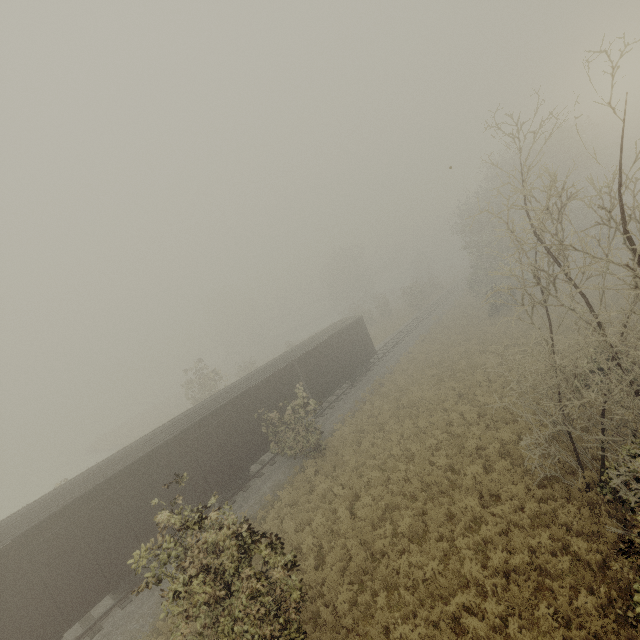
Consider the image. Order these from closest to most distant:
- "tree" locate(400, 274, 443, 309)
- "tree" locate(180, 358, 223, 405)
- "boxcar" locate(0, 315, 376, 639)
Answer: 1. "boxcar" locate(0, 315, 376, 639)
2. "tree" locate(180, 358, 223, 405)
3. "tree" locate(400, 274, 443, 309)

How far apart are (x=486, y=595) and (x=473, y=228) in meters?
33.2 m

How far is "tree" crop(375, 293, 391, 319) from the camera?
49.0 meters

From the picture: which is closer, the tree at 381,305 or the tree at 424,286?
the tree at 424,286

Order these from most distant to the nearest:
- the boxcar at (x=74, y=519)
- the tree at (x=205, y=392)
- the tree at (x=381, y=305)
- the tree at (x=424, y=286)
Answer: the tree at (x=381, y=305), the tree at (x=424, y=286), the tree at (x=205, y=392), the boxcar at (x=74, y=519)

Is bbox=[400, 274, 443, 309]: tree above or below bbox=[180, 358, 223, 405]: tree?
below

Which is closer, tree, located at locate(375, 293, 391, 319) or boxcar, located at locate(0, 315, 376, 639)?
boxcar, located at locate(0, 315, 376, 639)
